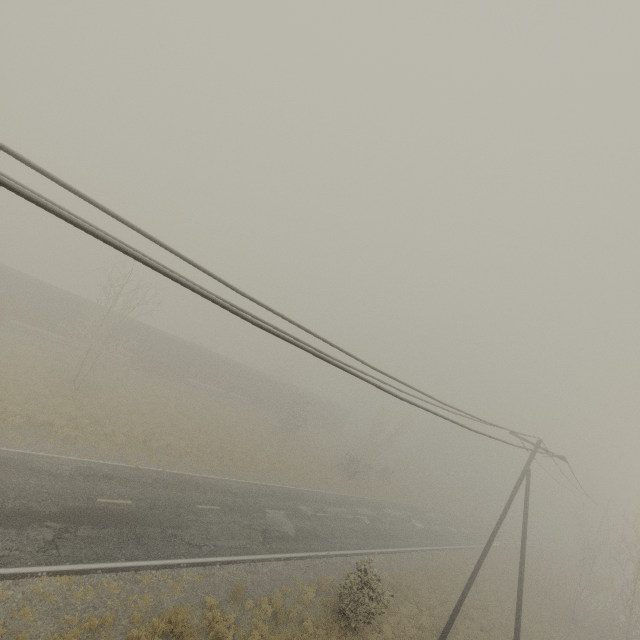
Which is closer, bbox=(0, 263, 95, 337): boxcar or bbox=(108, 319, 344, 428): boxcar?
bbox=(0, 263, 95, 337): boxcar

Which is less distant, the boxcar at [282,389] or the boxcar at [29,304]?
the boxcar at [29,304]

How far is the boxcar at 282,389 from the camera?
35.6m

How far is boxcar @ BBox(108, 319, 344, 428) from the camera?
35.6m

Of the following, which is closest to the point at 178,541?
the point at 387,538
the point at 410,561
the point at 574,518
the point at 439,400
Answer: the point at 439,400
